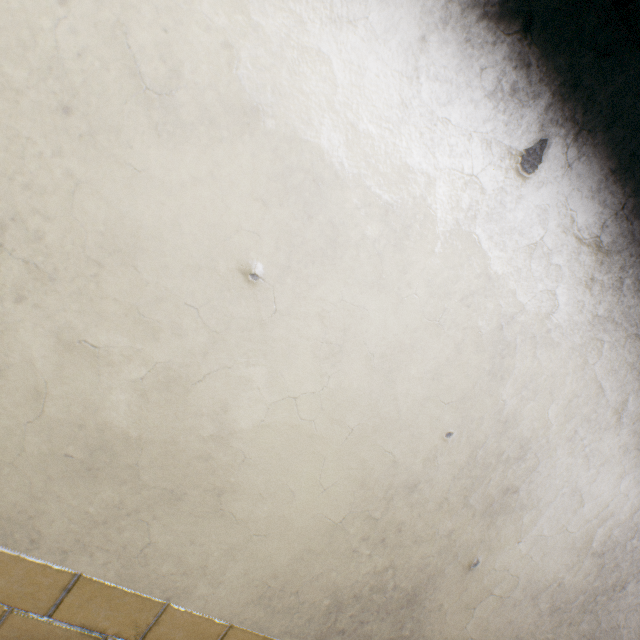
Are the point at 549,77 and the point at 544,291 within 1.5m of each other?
yes
